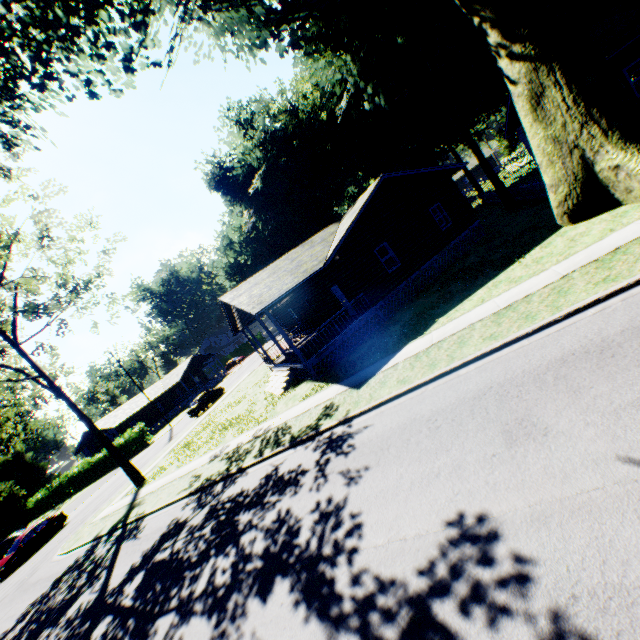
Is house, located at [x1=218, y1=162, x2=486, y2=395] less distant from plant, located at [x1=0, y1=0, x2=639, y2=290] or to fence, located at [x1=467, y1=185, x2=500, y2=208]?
plant, located at [x1=0, y1=0, x2=639, y2=290]

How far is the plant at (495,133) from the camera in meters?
52.2

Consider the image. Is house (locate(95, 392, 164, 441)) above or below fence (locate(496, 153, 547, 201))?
above

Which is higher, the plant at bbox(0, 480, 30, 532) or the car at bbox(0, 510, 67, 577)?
the plant at bbox(0, 480, 30, 532)

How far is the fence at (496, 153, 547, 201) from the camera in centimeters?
1909cm

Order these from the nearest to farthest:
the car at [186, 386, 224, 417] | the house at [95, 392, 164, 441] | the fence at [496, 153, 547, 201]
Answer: the fence at [496, 153, 547, 201] < the car at [186, 386, 224, 417] < the house at [95, 392, 164, 441]

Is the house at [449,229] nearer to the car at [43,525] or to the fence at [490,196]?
the fence at [490,196]

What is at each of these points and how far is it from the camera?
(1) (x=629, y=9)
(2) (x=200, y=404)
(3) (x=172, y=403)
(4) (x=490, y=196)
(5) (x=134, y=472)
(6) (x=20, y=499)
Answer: (1) house, 16.86m
(2) car, 33.03m
(3) house, 56.12m
(4) fence, 32.16m
(5) tree, 21.38m
(6) plant, 53.22m
